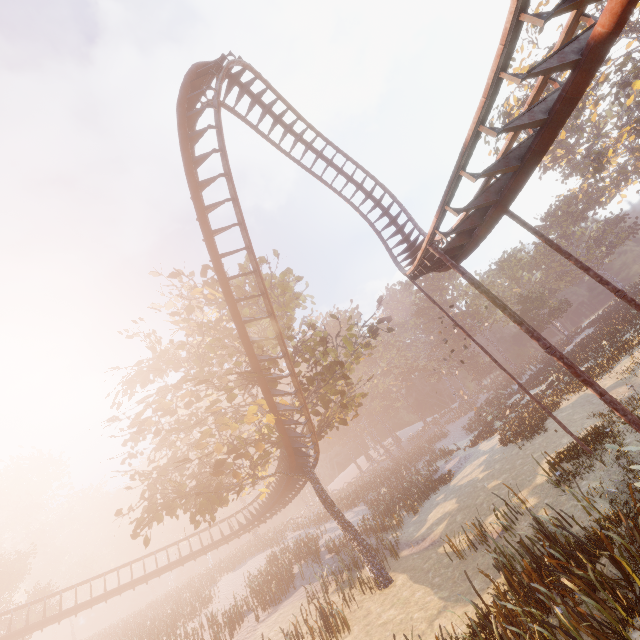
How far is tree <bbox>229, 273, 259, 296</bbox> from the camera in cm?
1758

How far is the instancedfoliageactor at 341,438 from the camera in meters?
56.2

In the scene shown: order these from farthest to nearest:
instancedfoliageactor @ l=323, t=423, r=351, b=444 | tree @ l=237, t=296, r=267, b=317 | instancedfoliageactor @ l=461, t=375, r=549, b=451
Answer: instancedfoliageactor @ l=323, t=423, r=351, b=444, instancedfoliageactor @ l=461, t=375, r=549, b=451, tree @ l=237, t=296, r=267, b=317

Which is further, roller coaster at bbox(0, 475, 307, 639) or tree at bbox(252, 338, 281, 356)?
roller coaster at bbox(0, 475, 307, 639)

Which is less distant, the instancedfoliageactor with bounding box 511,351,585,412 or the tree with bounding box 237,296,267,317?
the tree with bounding box 237,296,267,317

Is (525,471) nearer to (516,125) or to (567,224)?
(516,125)

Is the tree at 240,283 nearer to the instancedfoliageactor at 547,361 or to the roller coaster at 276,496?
the roller coaster at 276,496
